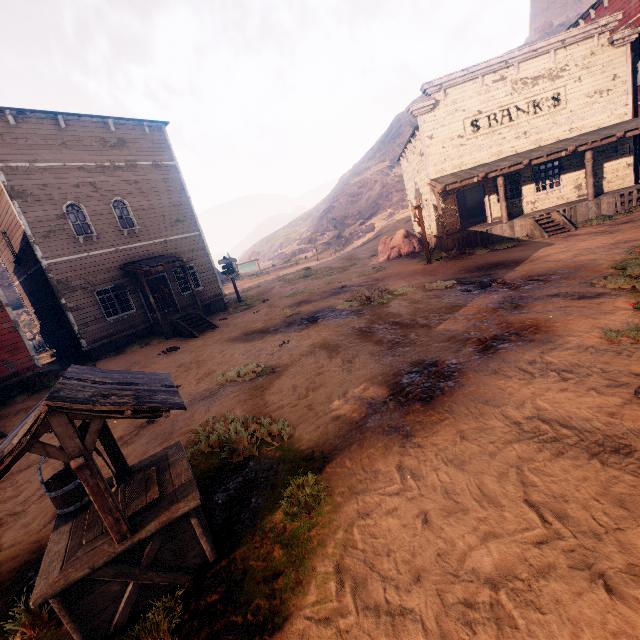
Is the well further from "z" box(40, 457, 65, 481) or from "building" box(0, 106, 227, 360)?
"building" box(0, 106, 227, 360)

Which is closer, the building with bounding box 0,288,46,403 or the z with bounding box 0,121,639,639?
the z with bounding box 0,121,639,639

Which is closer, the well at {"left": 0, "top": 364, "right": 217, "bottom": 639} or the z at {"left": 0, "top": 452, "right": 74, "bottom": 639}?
the well at {"left": 0, "top": 364, "right": 217, "bottom": 639}

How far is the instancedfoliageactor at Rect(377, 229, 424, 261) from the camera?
22.4m

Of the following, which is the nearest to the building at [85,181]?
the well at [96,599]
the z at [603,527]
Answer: the z at [603,527]

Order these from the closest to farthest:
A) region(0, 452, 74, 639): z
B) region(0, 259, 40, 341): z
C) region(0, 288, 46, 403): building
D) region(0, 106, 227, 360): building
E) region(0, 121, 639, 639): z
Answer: region(0, 121, 639, 639): z
region(0, 452, 74, 639): z
region(0, 288, 46, 403): building
region(0, 106, 227, 360): building
region(0, 259, 40, 341): z

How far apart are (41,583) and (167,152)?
20.3m
